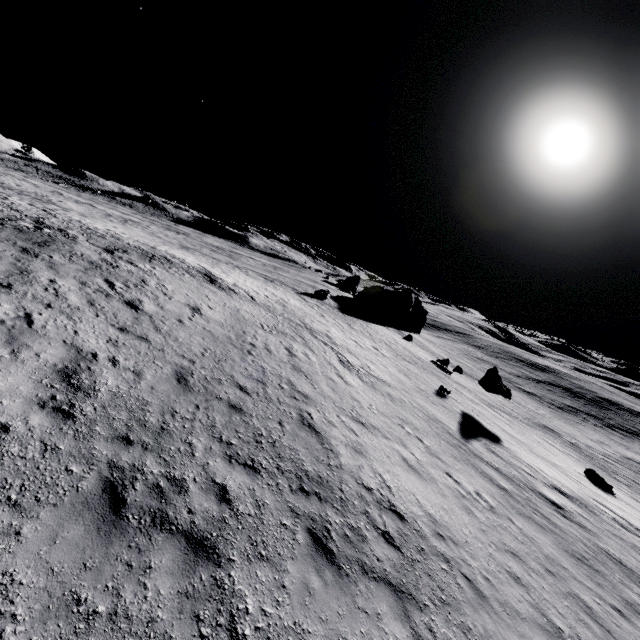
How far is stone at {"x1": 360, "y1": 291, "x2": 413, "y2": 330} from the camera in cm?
5741

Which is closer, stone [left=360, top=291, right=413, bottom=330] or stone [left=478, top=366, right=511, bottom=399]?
stone [left=478, top=366, right=511, bottom=399]

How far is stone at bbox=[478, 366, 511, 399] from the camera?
27.4m

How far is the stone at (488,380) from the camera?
27.4m

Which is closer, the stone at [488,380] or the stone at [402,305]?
the stone at [488,380]

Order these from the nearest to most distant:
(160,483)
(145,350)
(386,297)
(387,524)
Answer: (160,483), (387,524), (145,350), (386,297)
